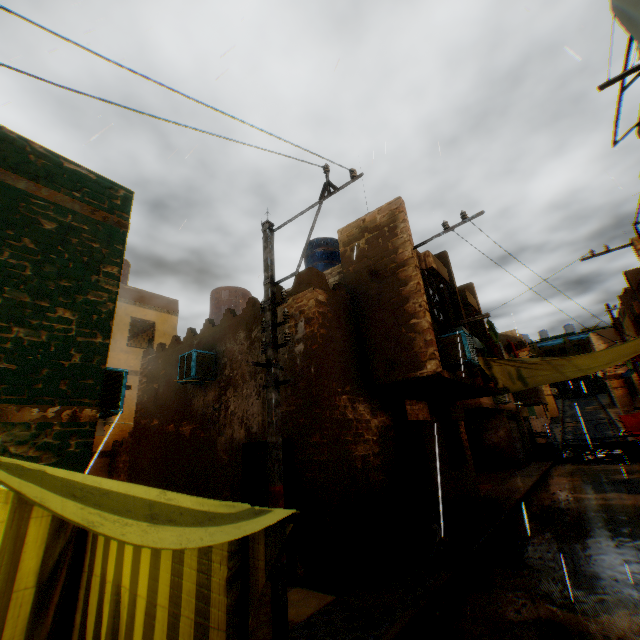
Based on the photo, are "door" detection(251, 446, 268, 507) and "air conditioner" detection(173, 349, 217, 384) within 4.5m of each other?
yes

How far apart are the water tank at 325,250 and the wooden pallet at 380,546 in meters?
Answer: 7.6 m

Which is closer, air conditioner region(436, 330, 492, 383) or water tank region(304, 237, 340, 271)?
air conditioner region(436, 330, 492, 383)

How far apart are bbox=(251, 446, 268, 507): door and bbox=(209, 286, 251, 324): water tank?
4.95m

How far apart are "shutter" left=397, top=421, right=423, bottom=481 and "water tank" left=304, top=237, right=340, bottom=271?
5.80m

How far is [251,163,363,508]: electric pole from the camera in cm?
466

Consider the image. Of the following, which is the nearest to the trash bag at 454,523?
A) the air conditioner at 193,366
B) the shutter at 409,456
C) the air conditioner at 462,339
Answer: the shutter at 409,456

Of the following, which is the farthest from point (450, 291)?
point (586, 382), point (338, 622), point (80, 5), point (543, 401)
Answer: point (586, 382)
